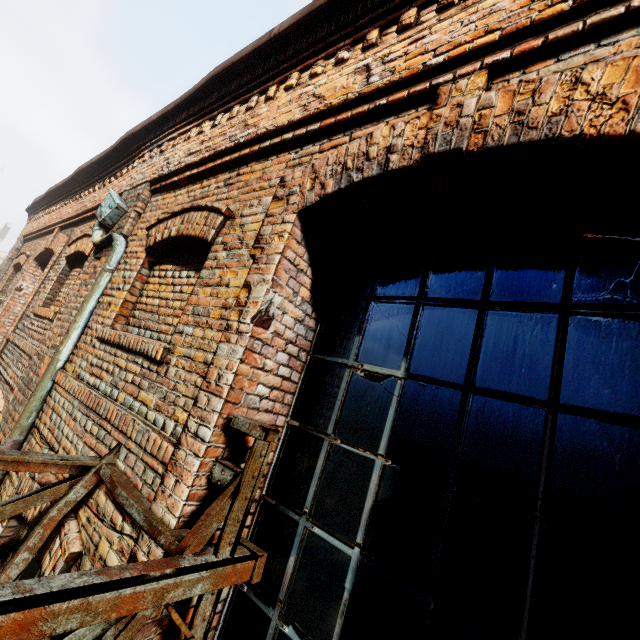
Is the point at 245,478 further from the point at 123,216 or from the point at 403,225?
the point at 123,216
